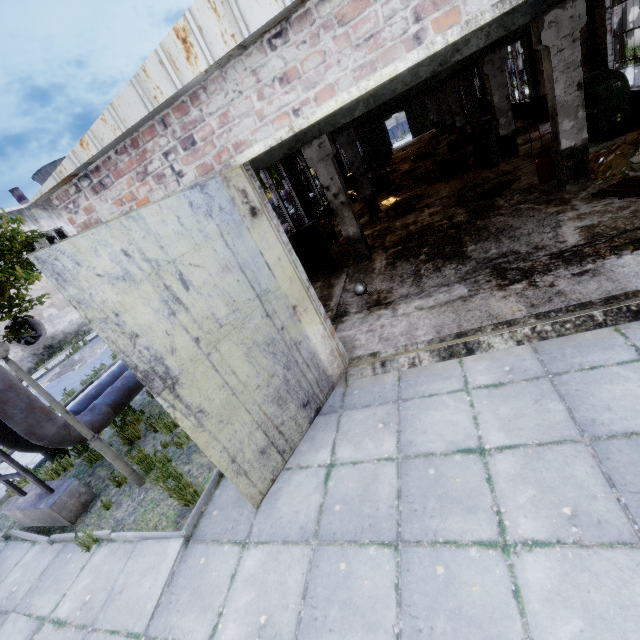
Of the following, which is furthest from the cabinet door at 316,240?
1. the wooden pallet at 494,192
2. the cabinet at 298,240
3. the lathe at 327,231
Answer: the wooden pallet at 494,192

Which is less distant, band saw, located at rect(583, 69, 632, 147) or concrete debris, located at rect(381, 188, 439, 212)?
band saw, located at rect(583, 69, 632, 147)

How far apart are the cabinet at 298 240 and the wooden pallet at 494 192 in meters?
5.7 m

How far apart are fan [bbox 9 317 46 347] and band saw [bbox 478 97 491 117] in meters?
34.9 m

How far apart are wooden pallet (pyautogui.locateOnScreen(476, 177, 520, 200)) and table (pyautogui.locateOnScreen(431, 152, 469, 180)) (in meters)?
3.69

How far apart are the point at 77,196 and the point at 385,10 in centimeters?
530cm

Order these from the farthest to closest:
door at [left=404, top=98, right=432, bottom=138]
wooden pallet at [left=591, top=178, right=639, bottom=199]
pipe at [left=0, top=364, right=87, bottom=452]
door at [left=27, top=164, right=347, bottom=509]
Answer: door at [left=404, top=98, right=432, bottom=138] → wooden pallet at [left=591, top=178, right=639, bottom=199] → pipe at [left=0, top=364, right=87, bottom=452] → door at [left=27, top=164, right=347, bottom=509]

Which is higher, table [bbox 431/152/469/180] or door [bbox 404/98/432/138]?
door [bbox 404/98/432/138]
